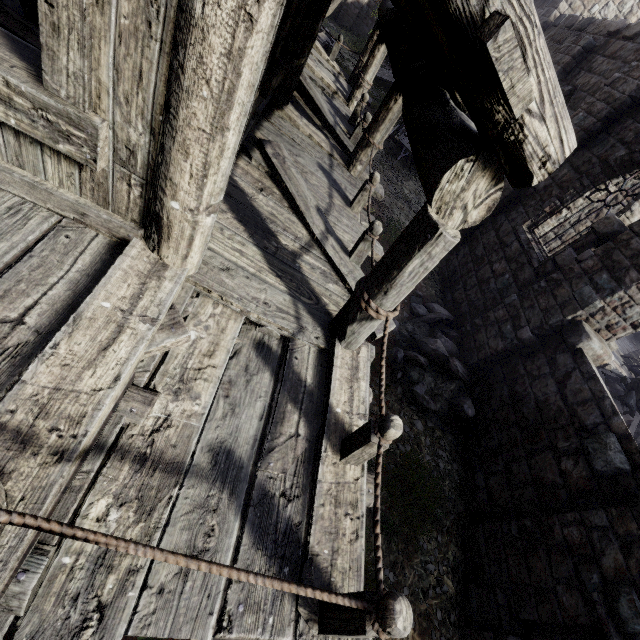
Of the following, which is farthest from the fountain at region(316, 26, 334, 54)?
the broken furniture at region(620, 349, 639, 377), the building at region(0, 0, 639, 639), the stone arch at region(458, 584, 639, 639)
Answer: the stone arch at region(458, 584, 639, 639)

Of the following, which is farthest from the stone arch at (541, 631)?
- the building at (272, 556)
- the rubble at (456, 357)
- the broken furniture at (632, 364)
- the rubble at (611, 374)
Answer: the broken furniture at (632, 364)

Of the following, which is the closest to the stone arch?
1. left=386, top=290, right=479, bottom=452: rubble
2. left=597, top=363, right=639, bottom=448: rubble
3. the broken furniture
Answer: left=386, top=290, right=479, bottom=452: rubble

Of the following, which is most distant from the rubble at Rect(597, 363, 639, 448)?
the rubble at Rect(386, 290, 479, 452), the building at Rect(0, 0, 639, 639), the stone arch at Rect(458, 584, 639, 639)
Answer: the stone arch at Rect(458, 584, 639, 639)

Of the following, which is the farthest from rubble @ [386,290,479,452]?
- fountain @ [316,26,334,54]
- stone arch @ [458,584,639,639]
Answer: fountain @ [316,26,334,54]

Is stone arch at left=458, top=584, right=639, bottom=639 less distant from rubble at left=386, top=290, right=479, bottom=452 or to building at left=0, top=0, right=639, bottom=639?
building at left=0, top=0, right=639, bottom=639

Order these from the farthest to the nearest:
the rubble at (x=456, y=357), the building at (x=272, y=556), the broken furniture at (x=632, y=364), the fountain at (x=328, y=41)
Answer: the fountain at (x=328, y=41), the broken furniture at (x=632, y=364), the rubble at (x=456, y=357), the building at (x=272, y=556)

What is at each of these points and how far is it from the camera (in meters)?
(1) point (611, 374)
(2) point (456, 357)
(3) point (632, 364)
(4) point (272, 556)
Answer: (1) rubble, 9.80
(2) rubble, 8.35
(3) broken furniture, 13.19
(4) building, 2.30
